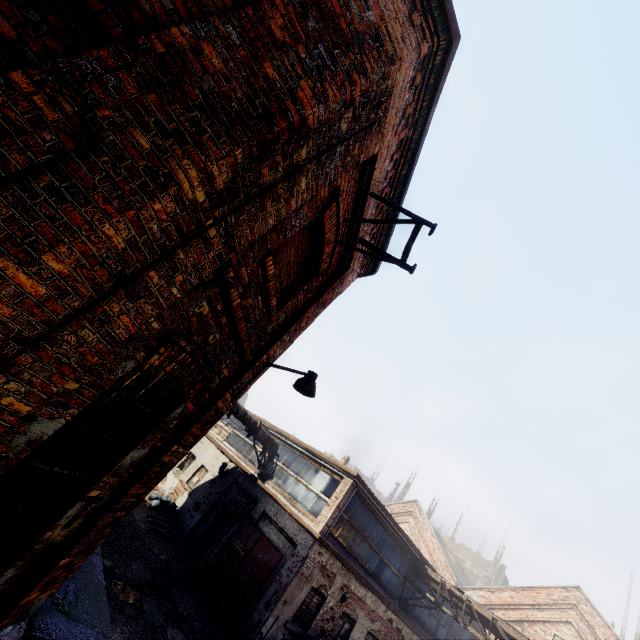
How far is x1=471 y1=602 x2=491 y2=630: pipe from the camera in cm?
1220

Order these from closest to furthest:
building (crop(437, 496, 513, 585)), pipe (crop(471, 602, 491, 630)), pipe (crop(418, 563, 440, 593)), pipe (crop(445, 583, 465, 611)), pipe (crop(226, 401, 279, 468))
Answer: pipe (crop(471, 602, 491, 630)) → pipe (crop(445, 583, 465, 611)) → pipe (crop(418, 563, 440, 593)) → pipe (crop(226, 401, 279, 468)) → building (crop(437, 496, 513, 585))

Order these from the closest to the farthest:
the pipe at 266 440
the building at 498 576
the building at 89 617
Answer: the building at 89 617, the pipe at 266 440, the building at 498 576

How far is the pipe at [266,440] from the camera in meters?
14.5 m

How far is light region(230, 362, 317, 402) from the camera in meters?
5.2

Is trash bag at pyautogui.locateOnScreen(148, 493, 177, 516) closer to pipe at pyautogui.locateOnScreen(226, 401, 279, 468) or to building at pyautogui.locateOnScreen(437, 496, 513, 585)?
pipe at pyautogui.locateOnScreen(226, 401, 279, 468)

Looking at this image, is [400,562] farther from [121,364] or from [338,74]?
[338,74]
